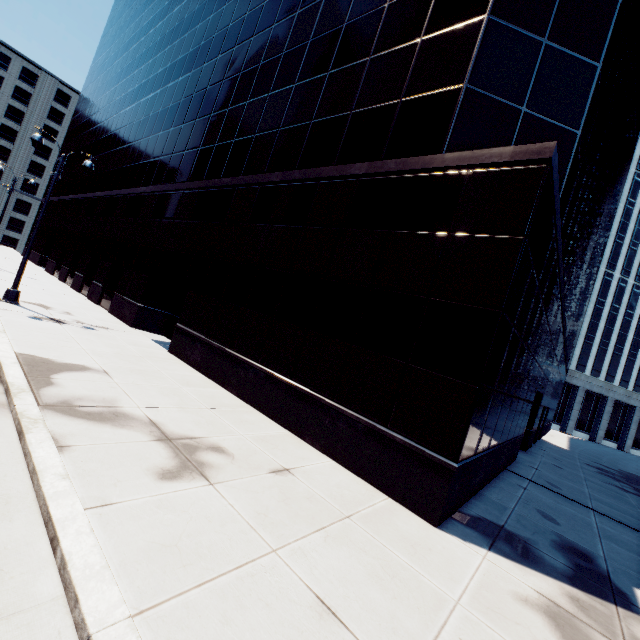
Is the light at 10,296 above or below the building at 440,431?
below

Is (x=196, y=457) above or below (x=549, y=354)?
below

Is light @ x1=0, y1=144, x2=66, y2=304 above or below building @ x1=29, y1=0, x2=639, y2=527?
below

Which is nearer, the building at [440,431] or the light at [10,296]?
the building at [440,431]

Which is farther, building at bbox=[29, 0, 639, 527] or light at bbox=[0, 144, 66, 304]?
light at bbox=[0, 144, 66, 304]
